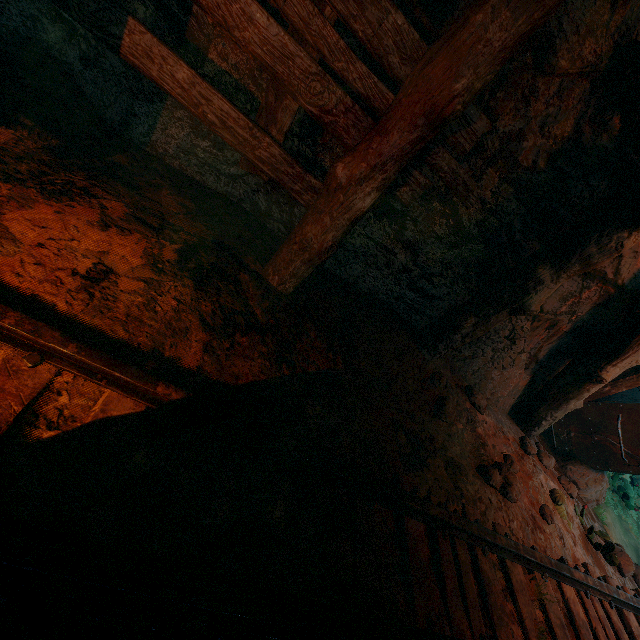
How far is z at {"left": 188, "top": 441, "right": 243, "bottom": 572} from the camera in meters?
1.4

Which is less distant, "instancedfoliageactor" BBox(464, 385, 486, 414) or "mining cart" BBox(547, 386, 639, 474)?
"instancedfoliageactor" BBox(464, 385, 486, 414)

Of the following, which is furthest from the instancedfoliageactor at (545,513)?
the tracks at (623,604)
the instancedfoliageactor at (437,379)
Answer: the instancedfoliageactor at (437,379)

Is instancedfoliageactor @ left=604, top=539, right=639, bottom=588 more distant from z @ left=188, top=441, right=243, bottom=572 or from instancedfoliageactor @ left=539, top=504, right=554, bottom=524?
instancedfoliageactor @ left=539, top=504, right=554, bottom=524

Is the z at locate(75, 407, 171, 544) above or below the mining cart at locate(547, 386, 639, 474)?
below

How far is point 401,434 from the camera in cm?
279

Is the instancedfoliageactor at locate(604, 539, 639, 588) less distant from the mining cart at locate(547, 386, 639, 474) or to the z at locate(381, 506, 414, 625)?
the z at locate(381, 506, 414, 625)

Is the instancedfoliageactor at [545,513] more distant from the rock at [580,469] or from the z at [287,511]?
the rock at [580,469]
